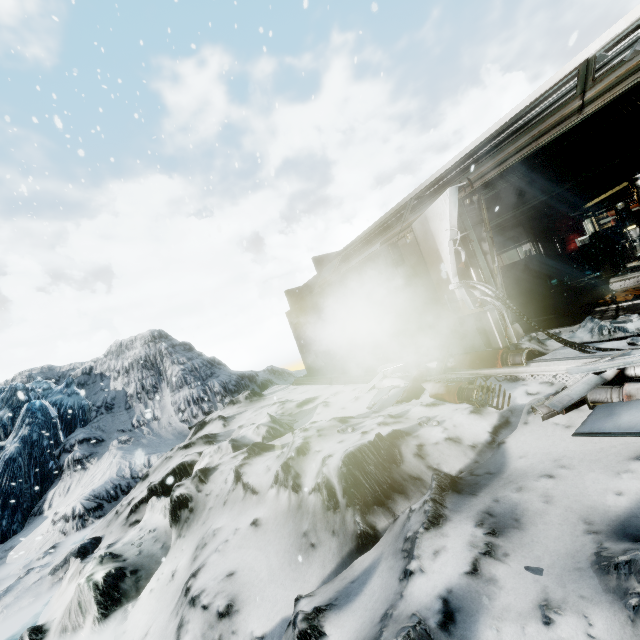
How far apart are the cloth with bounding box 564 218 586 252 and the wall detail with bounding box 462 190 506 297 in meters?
9.5

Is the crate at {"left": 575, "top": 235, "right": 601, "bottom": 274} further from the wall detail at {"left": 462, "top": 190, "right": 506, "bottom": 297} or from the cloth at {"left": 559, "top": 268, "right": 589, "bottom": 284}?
the wall detail at {"left": 462, "top": 190, "right": 506, "bottom": 297}

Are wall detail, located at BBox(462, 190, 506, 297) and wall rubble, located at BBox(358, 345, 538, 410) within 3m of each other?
yes

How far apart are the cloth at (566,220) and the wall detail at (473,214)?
9.5 meters

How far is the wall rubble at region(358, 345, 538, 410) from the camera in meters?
4.1

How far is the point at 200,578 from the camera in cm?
337

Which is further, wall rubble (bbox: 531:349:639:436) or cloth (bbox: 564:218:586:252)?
cloth (bbox: 564:218:586:252)

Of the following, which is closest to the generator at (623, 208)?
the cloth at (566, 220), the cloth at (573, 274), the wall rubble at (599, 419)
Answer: the cloth at (573, 274)
